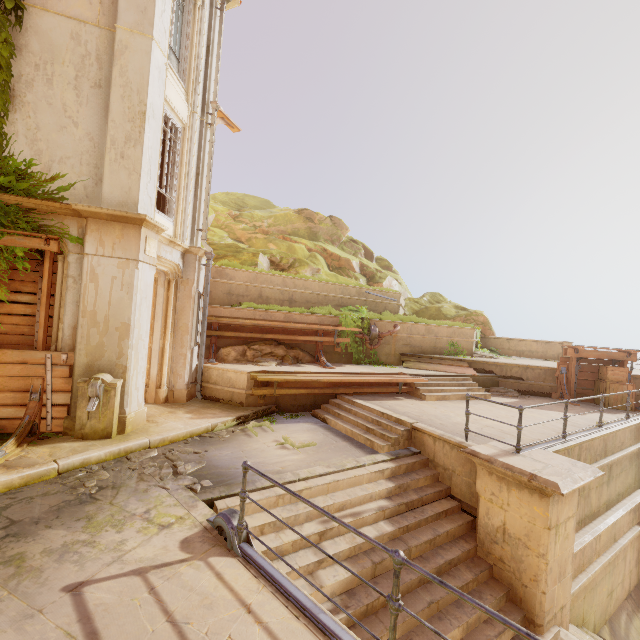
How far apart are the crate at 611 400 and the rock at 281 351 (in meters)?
10.65

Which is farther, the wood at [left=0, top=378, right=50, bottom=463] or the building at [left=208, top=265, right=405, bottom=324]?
the building at [left=208, top=265, right=405, bottom=324]

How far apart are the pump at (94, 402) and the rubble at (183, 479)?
1.11m

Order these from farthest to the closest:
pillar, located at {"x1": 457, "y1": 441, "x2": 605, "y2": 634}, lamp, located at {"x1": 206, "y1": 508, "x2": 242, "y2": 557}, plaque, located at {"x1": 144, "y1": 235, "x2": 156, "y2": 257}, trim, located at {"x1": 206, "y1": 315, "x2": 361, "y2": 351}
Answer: trim, located at {"x1": 206, "y1": 315, "x2": 361, "y2": 351} → plaque, located at {"x1": 144, "y1": 235, "x2": 156, "y2": 257} → pillar, located at {"x1": 457, "y1": 441, "x2": 605, "y2": 634} → lamp, located at {"x1": 206, "y1": 508, "x2": 242, "y2": 557}

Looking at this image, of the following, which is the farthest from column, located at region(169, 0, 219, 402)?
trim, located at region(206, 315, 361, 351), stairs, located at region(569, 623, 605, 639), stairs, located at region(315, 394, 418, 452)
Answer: stairs, located at region(569, 623, 605, 639)

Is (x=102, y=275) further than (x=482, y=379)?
No

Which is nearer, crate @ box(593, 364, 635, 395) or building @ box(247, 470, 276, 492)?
building @ box(247, 470, 276, 492)

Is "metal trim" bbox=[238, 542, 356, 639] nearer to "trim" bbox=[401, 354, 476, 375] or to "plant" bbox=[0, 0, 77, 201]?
"plant" bbox=[0, 0, 77, 201]
